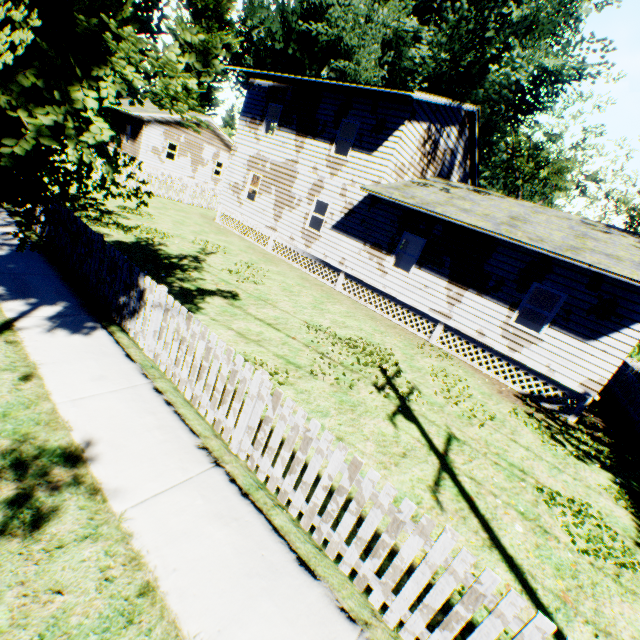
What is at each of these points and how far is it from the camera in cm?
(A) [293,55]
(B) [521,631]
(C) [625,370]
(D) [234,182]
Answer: (A) plant, 2786
(B) fence, 243
(C) fence, 1683
(D) house, 1884

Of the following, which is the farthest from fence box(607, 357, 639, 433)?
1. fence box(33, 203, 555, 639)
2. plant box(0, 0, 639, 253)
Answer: plant box(0, 0, 639, 253)

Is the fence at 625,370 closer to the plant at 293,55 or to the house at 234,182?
the plant at 293,55

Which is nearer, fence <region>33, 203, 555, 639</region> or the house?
fence <region>33, 203, 555, 639</region>

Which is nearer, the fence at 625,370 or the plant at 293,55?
the plant at 293,55

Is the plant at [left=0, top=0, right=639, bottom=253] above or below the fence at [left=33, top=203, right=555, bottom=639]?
above

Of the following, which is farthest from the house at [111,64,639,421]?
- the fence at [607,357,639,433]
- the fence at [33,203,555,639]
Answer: the fence at [33,203,555,639]

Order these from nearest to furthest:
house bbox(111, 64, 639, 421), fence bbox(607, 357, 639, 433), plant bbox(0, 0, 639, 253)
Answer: plant bbox(0, 0, 639, 253) < house bbox(111, 64, 639, 421) < fence bbox(607, 357, 639, 433)
